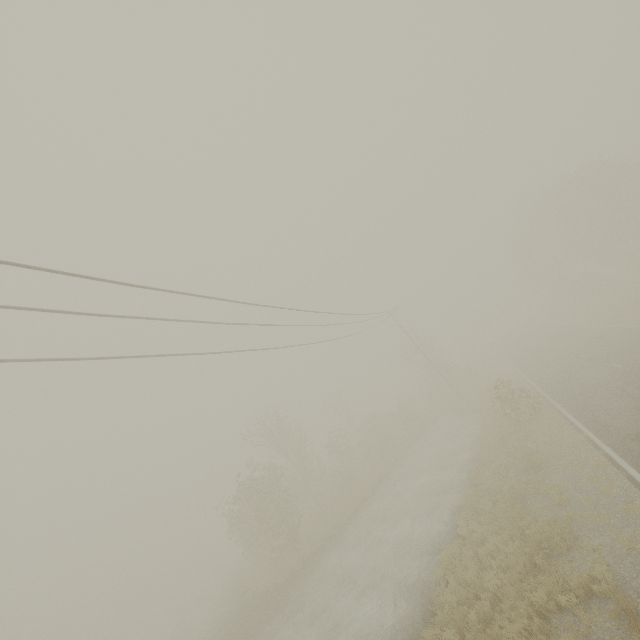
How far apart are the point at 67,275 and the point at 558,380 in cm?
2565
